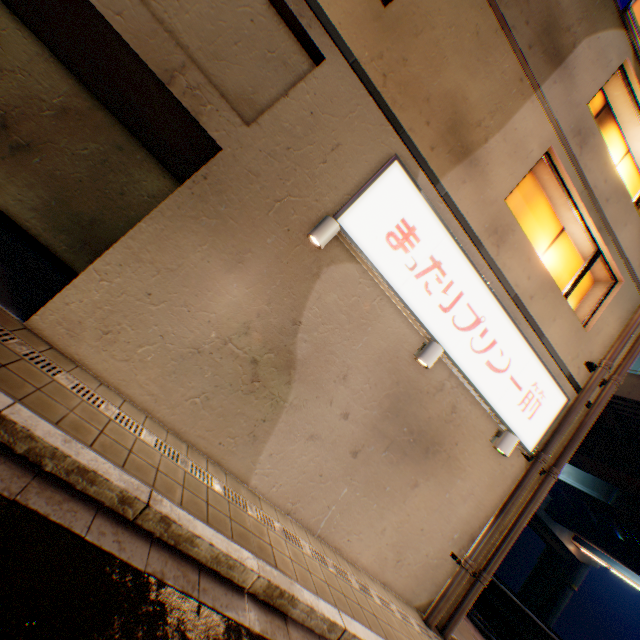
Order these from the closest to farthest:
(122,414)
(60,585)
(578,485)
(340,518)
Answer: (60,585)
(122,414)
(340,518)
(578,485)

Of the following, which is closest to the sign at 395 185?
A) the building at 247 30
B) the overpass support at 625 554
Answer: the building at 247 30

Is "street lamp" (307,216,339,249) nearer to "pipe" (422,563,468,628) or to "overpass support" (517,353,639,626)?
"pipe" (422,563,468,628)

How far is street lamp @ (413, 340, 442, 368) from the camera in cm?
530

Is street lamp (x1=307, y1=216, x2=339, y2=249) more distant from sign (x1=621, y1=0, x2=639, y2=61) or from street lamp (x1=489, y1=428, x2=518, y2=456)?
sign (x1=621, y1=0, x2=639, y2=61)

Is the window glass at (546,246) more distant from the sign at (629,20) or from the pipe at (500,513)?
the sign at (629,20)

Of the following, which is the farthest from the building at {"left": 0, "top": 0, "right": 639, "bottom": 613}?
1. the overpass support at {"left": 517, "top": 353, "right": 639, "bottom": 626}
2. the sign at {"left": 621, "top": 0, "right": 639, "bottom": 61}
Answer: the overpass support at {"left": 517, "top": 353, "right": 639, "bottom": 626}

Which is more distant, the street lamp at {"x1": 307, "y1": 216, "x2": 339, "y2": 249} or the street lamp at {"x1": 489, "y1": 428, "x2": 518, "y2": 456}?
the street lamp at {"x1": 489, "y1": 428, "x2": 518, "y2": 456}
